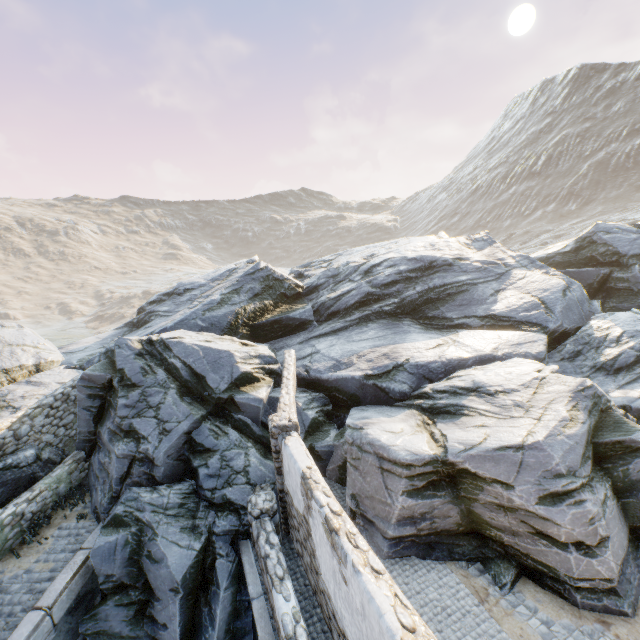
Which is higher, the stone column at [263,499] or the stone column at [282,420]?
the stone column at [282,420]

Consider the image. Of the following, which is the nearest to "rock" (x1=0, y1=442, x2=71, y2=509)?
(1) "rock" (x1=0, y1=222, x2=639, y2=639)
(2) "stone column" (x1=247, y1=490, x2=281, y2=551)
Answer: (1) "rock" (x1=0, y1=222, x2=639, y2=639)

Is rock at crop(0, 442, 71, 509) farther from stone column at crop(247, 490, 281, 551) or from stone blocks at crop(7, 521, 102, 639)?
stone column at crop(247, 490, 281, 551)

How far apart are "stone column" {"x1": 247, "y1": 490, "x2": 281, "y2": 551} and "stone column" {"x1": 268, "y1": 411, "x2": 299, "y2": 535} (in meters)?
0.08

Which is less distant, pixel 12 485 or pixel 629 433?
pixel 629 433

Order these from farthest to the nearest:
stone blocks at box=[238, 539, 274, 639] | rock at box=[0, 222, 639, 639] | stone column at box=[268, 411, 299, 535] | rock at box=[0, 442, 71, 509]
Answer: rock at box=[0, 442, 71, 509] < stone column at box=[268, 411, 299, 535] < rock at box=[0, 222, 639, 639] < stone blocks at box=[238, 539, 274, 639]

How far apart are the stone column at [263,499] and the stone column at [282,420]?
0.1 meters

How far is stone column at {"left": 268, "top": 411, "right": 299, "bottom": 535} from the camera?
7.8 meters
